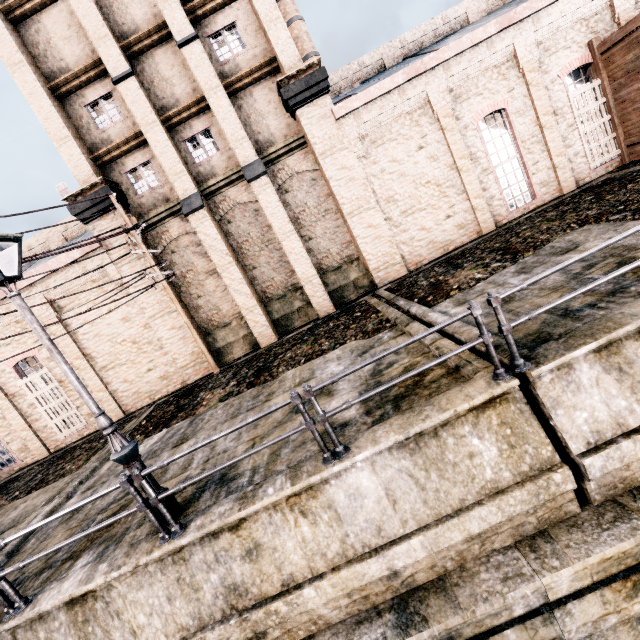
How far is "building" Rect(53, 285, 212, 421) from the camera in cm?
1577

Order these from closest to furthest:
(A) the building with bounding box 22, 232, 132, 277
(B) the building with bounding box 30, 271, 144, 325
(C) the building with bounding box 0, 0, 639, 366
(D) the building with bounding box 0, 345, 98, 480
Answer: (C) the building with bounding box 0, 0, 639, 366
(A) the building with bounding box 22, 232, 132, 277
(B) the building with bounding box 30, 271, 144, 325
(D) the building with bounding box 0, 345, 98, 480

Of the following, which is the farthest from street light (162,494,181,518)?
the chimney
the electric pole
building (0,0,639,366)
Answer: the chimney

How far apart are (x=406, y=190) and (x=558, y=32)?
9.35m

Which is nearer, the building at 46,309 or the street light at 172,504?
the street light at 172,504

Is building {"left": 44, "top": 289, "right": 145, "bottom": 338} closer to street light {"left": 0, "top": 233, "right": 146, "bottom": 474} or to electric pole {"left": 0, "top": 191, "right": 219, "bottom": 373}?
electric pole {"left": 0, "top": 191, "right": 219, "bottom": 373}

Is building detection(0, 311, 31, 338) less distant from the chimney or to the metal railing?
the metal railing

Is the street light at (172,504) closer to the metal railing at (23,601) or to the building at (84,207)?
the metal railing at (23,601)
